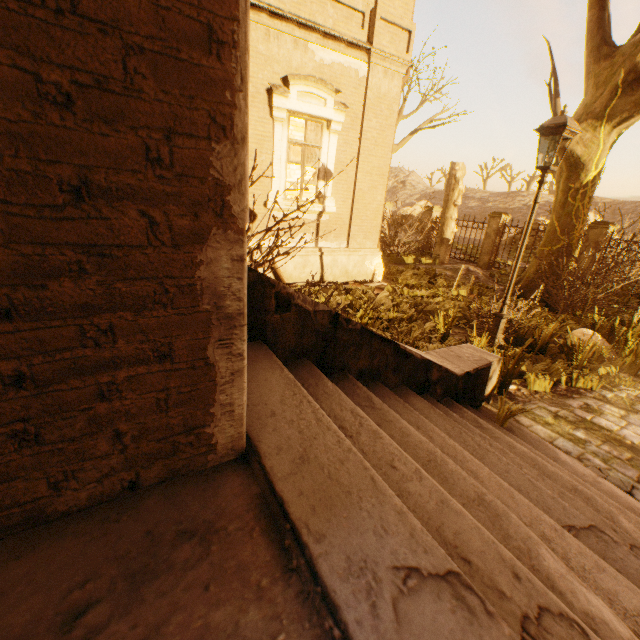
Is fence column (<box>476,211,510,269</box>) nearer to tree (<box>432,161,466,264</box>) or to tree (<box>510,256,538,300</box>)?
tree (<box>510,256,538,300</box>)

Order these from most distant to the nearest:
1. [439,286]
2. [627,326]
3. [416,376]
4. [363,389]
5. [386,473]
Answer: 1. [439,286]
2. [627,326]
3. [416,376]
4. [363,389]
5. [386,473]

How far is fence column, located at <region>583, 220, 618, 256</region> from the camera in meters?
11.4

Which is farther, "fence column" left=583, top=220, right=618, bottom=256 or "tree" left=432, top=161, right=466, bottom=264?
"tree" left=432, top=161, right=466, bottom=264

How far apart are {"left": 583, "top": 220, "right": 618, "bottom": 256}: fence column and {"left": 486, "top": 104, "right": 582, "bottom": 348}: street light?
8.9 meters

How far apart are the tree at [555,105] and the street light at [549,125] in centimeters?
661cm

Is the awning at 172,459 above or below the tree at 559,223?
below

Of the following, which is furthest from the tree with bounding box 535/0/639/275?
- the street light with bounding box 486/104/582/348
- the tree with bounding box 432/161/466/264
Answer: the tree with bounding box 432/161/466/264
